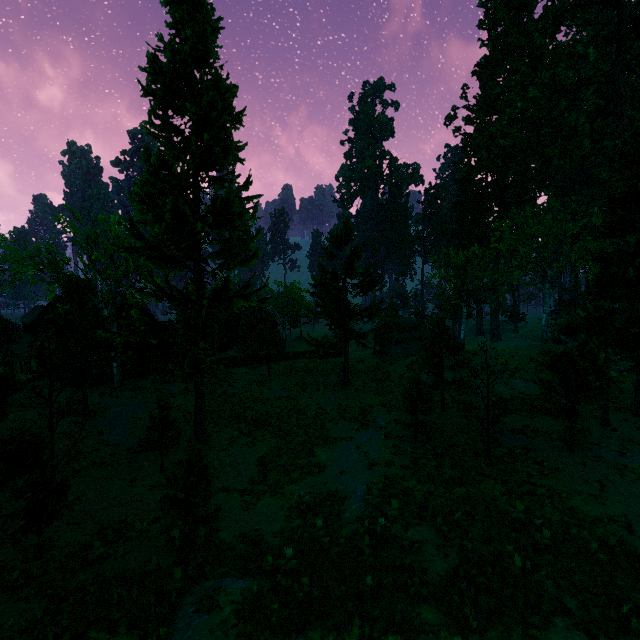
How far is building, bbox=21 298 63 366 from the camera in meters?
29.5 m

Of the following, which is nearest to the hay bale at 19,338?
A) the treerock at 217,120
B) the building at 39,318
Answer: the building at 39,318

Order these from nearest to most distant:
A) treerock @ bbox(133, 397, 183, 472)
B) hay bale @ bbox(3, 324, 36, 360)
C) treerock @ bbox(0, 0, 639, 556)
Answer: treerock @ bbox(0, 0, 639, 556) → treerock @ bbox(133, 397, 183, 472) → hay bale @ bbox(3, 324, 36, 360)

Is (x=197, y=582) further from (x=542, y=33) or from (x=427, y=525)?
(x=542, y=33)

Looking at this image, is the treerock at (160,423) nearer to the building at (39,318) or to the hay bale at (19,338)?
the building at (39,318)

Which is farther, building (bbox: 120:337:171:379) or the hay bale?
the hay bale

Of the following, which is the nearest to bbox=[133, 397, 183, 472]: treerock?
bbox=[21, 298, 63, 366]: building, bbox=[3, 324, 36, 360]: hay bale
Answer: bbox=[21, 298, 63, 366]: building
